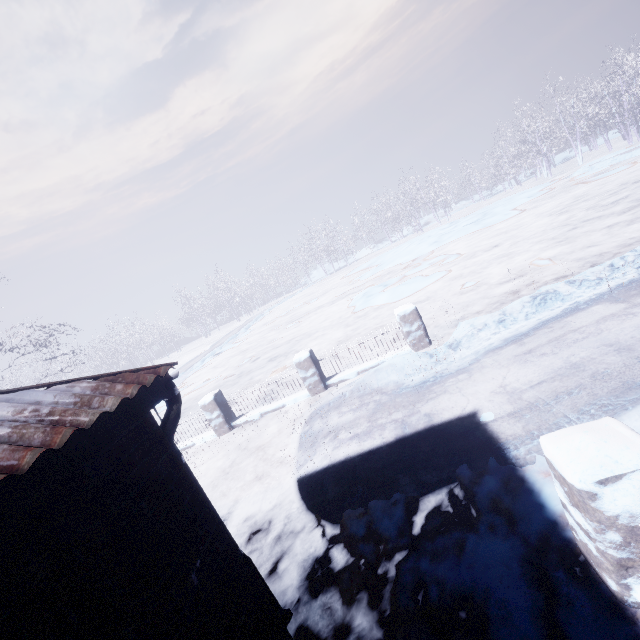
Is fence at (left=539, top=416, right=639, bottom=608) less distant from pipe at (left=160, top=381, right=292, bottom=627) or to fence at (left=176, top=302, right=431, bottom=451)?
pipe at (left=160, top=381, right=292, bottom=627)

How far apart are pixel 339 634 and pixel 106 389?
2.4m

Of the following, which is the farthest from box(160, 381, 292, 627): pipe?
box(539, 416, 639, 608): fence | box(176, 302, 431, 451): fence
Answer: box(176, 302, 431, 451): fence

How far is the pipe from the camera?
2.1 meters

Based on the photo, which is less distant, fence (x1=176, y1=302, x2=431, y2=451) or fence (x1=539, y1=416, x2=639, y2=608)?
fence (x1=539, y1=416, x2=639, y2=608)

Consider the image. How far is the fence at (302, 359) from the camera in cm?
655

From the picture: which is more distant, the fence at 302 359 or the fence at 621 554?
the fence at 302 359

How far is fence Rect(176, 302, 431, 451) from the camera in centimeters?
655cm
